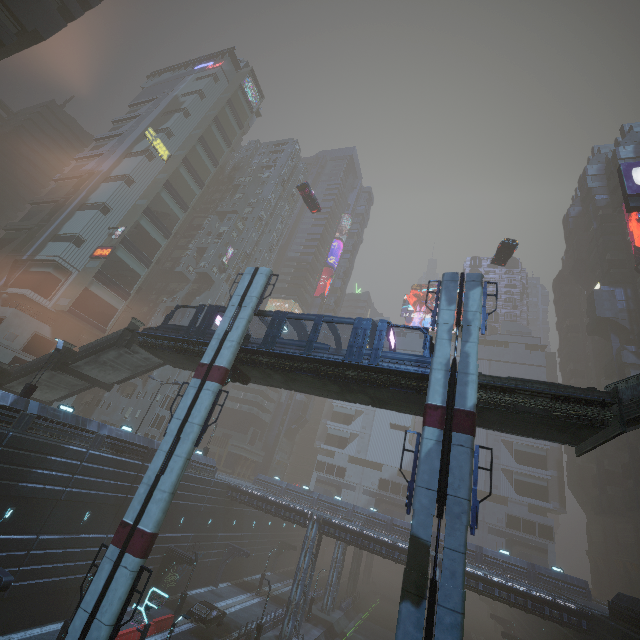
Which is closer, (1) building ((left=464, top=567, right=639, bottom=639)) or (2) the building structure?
(2) the building structure

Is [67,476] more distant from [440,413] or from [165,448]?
[440,413]

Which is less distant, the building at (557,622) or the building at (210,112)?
the building at (557,622)

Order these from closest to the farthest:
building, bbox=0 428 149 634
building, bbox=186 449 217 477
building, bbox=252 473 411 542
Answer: building, bbox=0 428 149 634 < building, bbox=186 449 217 477 < building, bbox=252 473 411 542

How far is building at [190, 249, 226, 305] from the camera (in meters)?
57.91

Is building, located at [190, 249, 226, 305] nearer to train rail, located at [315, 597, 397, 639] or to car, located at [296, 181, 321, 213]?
train rail, located at [315, 597, 397, 639]

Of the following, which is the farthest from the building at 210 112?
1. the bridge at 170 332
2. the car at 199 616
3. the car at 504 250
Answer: the bridge at 170 332

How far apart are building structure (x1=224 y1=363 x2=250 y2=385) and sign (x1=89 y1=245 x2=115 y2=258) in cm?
3039
